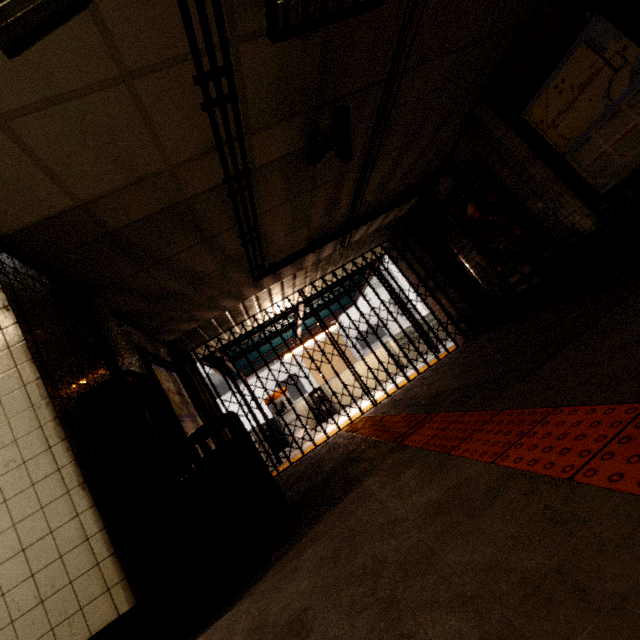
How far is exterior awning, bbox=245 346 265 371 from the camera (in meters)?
9.69

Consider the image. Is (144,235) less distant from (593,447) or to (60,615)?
(60,615)

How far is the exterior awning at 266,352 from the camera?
9.8m

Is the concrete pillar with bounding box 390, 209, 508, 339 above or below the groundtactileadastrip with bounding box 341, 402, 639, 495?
above

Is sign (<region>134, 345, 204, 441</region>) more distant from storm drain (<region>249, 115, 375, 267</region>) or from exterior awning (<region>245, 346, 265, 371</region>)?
exterior awning (<region>245, 346, 265, 371</region>)

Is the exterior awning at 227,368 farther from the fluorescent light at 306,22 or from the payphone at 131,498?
the fluorescent light at 306,22

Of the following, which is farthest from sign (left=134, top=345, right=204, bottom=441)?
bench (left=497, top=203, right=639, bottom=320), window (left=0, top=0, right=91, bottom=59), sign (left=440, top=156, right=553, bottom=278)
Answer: sign (left=440, top=156, right=553, bottom=278)

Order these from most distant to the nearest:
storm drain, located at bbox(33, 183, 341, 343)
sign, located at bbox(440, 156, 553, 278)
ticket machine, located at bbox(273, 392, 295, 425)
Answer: ticket machine, located at bbox(273, 392, 295, 425), sign, located at bbox(440, 156, 553, 278), storm drain, located at bbox(33, 183, 341, 343)
